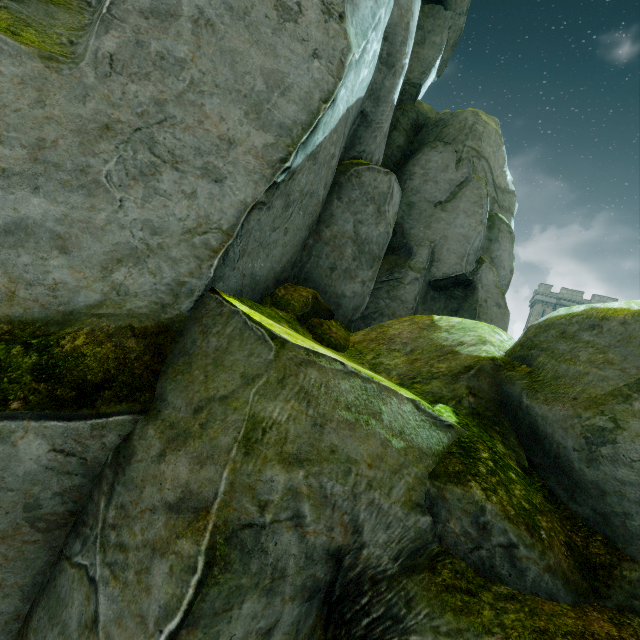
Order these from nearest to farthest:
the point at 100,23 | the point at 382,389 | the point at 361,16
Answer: the point at 382,389 < the point at 100,23 < the point at 361,16
